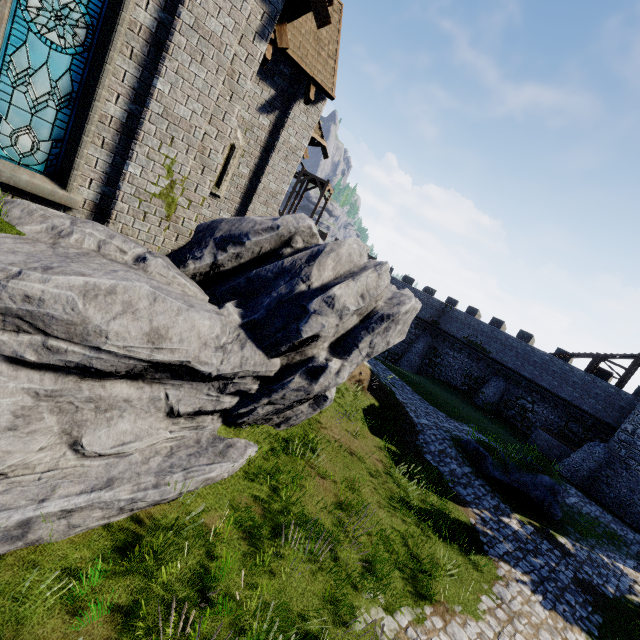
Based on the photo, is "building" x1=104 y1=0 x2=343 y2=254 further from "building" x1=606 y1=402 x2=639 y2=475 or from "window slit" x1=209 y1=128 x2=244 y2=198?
"building" x1=606 y1=402 x2=639 y2=475

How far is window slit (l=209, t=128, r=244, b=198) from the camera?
9.3 meters

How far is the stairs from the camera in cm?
3325

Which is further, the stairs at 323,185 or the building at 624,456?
the stairs at 323,185

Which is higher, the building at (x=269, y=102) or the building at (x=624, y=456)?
the building at (x=269, y=102)

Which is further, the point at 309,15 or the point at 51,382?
the point at 309,15

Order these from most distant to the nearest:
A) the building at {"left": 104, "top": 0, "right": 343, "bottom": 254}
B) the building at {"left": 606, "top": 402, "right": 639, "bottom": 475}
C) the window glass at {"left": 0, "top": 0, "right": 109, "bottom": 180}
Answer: the building at {"left": 606, "top": 402, "right": 639, "bottom": 475}
the building at {"left": 104, "top": 0, "right": 343, "bottom": 254}
the window glass at {"left": 0, "top": 0, "right": 109, "bottom": 180}
